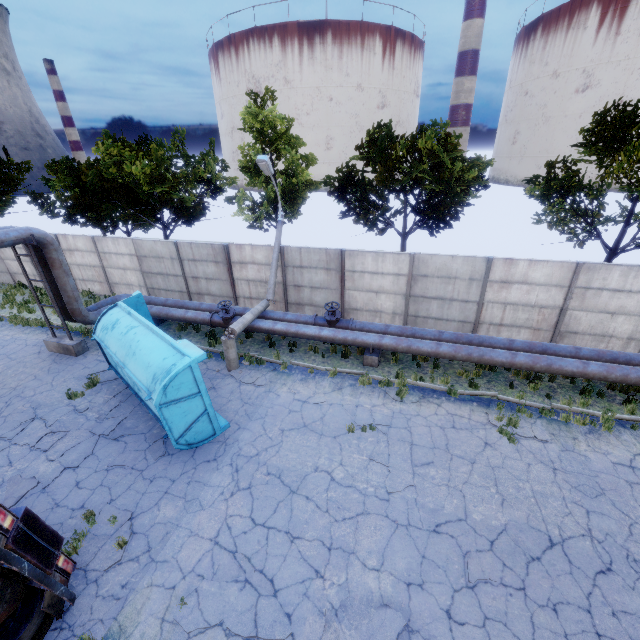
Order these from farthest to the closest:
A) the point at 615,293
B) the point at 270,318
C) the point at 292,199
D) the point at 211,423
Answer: the point at 292,199
the point at 270,318
the point at 615,293
the point at 211,423

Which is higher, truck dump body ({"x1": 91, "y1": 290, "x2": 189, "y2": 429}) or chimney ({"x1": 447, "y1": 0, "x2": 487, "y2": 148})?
chimney ({"x1": 447, "y1": 0, "x2": 487, "y2": 148})

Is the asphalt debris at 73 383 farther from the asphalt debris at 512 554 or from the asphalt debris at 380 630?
the asphalt debris at 512 554

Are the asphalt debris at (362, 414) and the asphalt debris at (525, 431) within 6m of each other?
yes

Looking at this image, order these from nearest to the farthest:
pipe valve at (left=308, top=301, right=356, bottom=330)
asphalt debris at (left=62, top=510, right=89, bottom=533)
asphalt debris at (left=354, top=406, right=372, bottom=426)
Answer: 1. asphalt debris at (left=62, top=510, right=89, bottom=533)
2. asphalt debris at (left=354, top=406, right=372, bottom=426)
3. pipe valve at (left=308, top=301, right=356, bottom=330)

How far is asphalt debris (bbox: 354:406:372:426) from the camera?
9.8 meters

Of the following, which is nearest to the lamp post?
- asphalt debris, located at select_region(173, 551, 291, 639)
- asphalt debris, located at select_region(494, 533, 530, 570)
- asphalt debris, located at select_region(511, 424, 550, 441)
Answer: asphalt debris, located at select_region(173, 551, 291, 639)

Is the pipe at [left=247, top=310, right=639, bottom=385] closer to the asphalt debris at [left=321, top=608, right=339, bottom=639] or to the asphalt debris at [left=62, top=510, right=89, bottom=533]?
the asphalt debris at [left=62, top=510, right=89, bottom=533]
